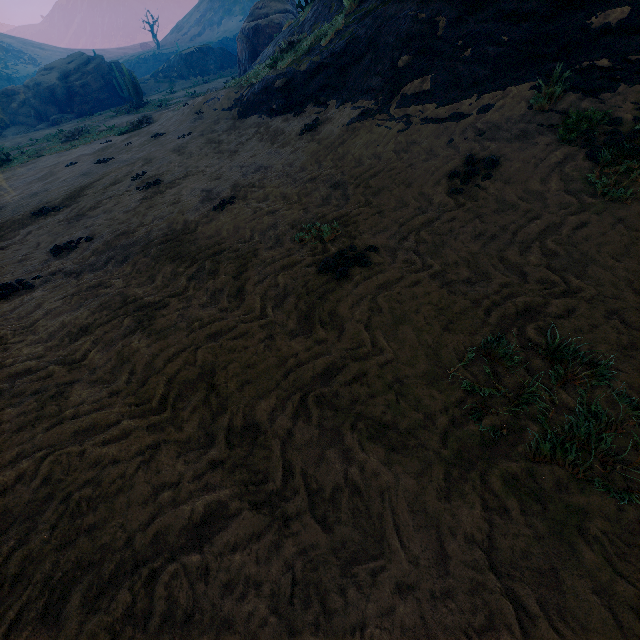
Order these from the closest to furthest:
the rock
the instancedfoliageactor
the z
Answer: the z < the instancedfoliageactor < the rock

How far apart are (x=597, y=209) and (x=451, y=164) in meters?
2.2

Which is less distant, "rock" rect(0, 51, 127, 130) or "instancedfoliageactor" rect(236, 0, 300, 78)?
"instancedfoliageactor" rect(236, 0, 300, 78)

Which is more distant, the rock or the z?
the rock

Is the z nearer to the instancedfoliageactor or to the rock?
the instancedfoliageactor

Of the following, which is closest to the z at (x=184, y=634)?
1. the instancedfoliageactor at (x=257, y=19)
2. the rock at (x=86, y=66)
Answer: the instancedfoliageactor at (x=257, y=19)
